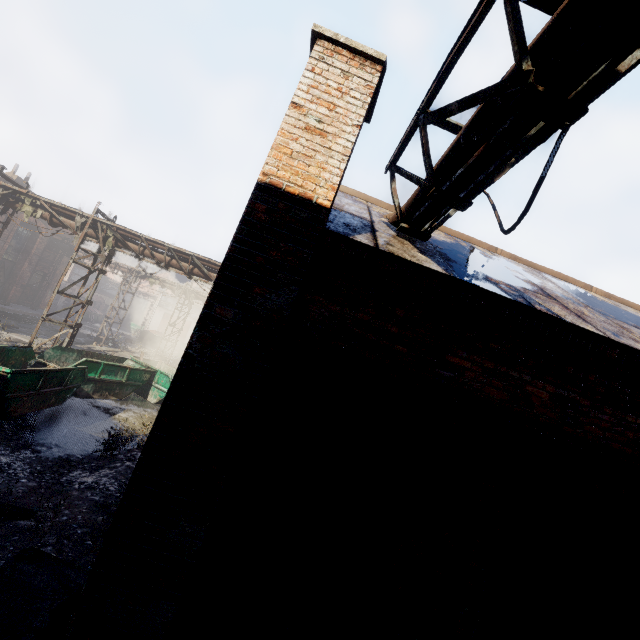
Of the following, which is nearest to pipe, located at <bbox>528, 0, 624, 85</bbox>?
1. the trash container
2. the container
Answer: the container

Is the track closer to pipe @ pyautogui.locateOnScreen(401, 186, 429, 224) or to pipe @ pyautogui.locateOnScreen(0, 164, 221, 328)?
pipe @ pyautogui.locateOnScreen(0, 164, 221, 328)

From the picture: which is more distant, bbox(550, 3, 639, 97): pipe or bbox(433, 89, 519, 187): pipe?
bbox(433, 89, 519, 187): pipe

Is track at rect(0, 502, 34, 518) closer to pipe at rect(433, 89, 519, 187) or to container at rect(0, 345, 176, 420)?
container at rect(0, 345, 176, 420)

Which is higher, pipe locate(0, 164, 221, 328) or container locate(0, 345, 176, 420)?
pipe locate(0, 164, 221, 328)

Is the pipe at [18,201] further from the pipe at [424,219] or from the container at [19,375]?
the pipe at [424,219]

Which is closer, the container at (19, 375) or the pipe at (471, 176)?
the pipe at (471, 176)

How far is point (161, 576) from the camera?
2.39m
